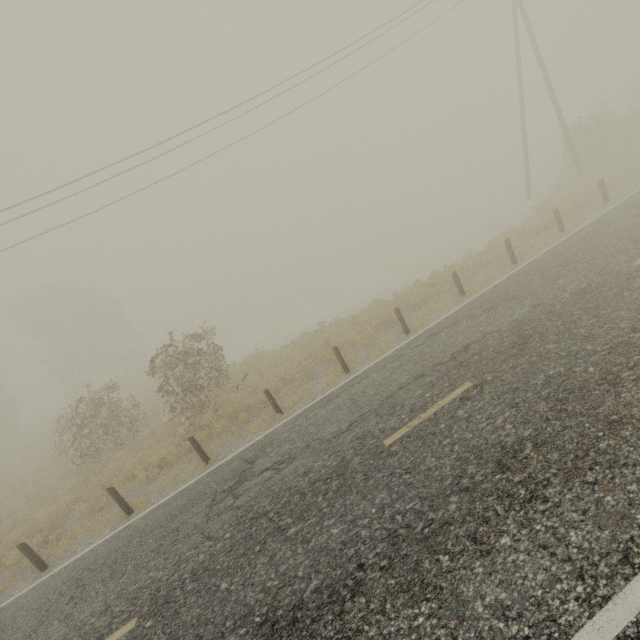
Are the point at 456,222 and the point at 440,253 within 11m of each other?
yes

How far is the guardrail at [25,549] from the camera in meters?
8.6 m

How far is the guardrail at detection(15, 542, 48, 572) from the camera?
8.62m
